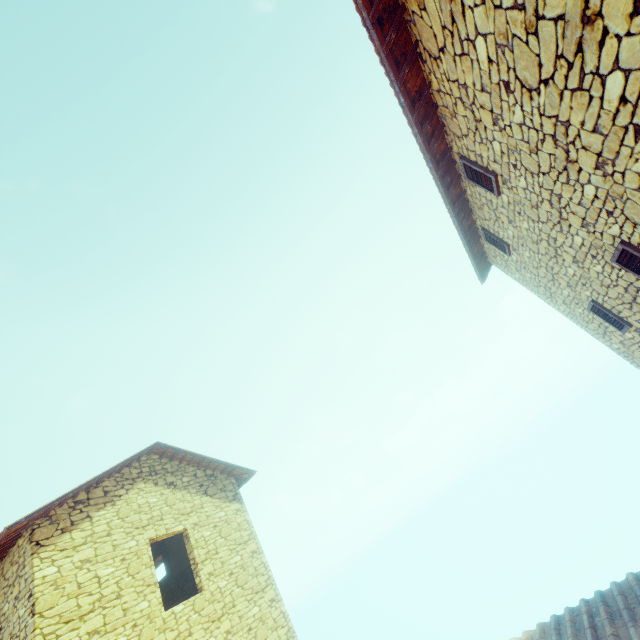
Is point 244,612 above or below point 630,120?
below

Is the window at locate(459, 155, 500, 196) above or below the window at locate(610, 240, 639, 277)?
above

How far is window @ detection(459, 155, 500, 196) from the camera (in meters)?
4.82

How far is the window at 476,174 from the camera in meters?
4.8

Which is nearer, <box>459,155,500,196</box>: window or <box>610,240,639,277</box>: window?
<box>610,240,639,277</box>: window

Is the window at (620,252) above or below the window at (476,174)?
below
